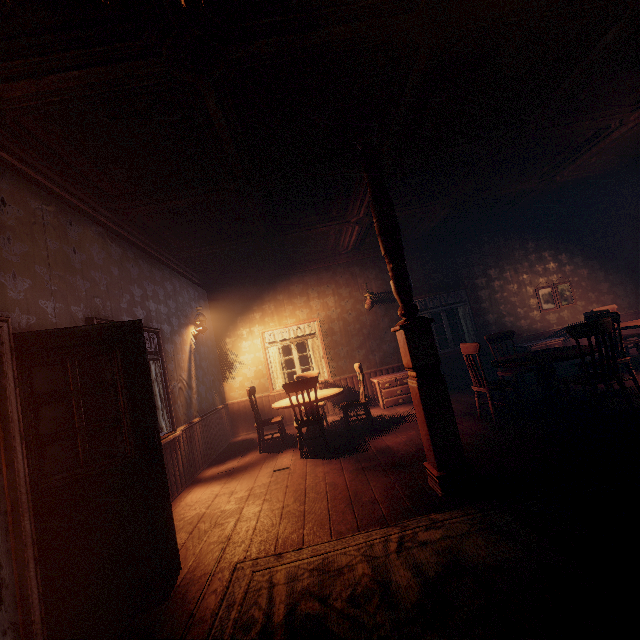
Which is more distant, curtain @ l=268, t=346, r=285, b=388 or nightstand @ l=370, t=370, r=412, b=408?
curtain @ l=268, t=346, r=285, b=388

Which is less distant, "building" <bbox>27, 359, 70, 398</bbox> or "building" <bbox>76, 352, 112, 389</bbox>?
"building" <bbox>27, 359, 70, 398</bbox>

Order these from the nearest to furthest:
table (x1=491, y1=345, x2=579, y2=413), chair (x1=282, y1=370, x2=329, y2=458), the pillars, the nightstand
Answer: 1. the pillars
2. table (x1=491, y1=345, x2=579, y2=413)
3. chair (x1=282, y1=370, x2=329, y2=458)
4. the nightstand

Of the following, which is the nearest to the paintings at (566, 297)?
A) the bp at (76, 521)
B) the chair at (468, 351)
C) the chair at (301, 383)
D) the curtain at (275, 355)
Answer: the curtain at (275, 355)

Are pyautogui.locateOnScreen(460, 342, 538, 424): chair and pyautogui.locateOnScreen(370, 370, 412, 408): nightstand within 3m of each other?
yes

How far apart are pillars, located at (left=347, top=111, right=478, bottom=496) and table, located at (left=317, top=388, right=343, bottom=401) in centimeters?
241cm

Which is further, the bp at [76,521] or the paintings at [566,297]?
the paintings at [566,297]

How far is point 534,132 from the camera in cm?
456
